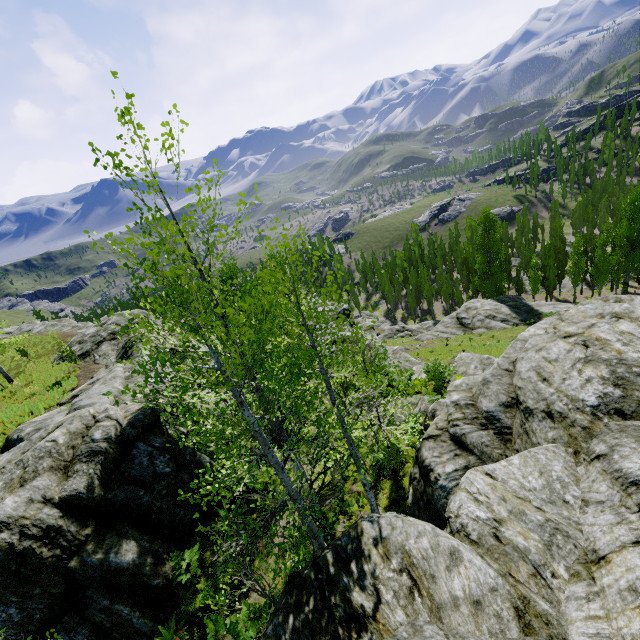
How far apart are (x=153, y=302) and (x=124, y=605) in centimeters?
971cm

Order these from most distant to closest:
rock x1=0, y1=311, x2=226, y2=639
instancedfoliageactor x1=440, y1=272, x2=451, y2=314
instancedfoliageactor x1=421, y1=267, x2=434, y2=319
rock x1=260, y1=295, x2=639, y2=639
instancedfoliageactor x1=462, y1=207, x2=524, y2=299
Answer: instancedfoliageactor x1=440, y1=272, x2=451, y2=314
instancedfoliageactor x1=421, y1=267, x2=434, y2=319
instancedfoliageactor x1=462, y1=207, x2=524, y2=299
rock x1=0, y1=311, x2=226, y2=639
rock x1=260, y1=295, x2=639, y2=639

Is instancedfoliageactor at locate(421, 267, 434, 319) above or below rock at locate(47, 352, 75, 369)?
below

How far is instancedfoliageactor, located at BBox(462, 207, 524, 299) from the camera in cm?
4466

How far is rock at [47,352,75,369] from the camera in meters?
23.4

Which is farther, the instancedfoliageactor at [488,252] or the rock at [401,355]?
the instancedfoliageactor at [488,252]

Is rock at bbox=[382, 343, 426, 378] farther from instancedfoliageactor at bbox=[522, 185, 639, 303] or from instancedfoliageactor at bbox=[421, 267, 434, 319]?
instancedfoliageactor at bbox=[421, 267, 434, 319]

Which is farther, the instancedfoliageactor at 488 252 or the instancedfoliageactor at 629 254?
the instancedfoliageactor at 488 252
